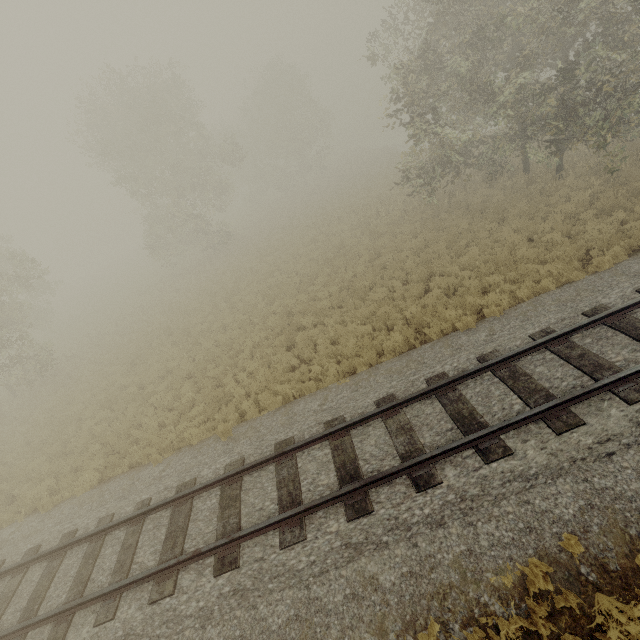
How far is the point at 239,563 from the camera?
6.1m
